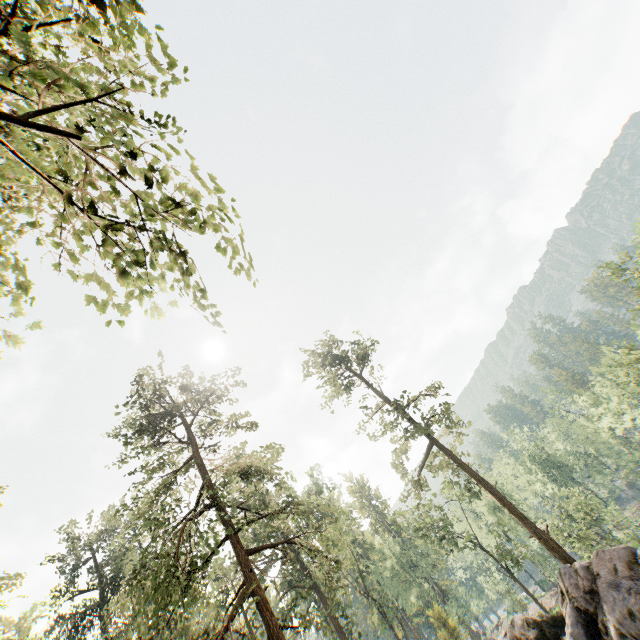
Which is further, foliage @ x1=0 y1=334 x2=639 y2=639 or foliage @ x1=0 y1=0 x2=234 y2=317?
foliage @ x1=0 y1=334 x2=639 y2=639

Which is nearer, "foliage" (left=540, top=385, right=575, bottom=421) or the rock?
the rock

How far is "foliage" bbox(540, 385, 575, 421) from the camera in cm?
5228

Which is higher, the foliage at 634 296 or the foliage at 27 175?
the foliage at 27 175

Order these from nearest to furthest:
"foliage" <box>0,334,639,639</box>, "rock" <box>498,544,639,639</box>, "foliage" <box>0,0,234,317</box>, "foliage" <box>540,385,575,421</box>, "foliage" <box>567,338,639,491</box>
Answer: "foliage" <box>0,0,234,317</box>, "rock" <box>498,544,639,639</box>, "foliage" <box>0,334,639,639</box>, "foliage" <box>567,338,639,491</box>, "foliage" <box>540,385,575,421</box>

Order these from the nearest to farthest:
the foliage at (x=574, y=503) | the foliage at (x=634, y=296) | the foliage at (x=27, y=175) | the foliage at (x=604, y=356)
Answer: the foliage at (x=27, y=175)
the foliage at (x=574, y=503)
the foliage at (x=634, y=296)
the foliage at (x=604, y=356)

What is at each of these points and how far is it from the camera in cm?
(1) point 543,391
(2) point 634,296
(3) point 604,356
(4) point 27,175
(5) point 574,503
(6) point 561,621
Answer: (1) foliage, 5869
(2) foliage, 2900
(3) foliage, 4594
(4) foliage, 411
(5) foliage, 3136
(6) rock, 1986
